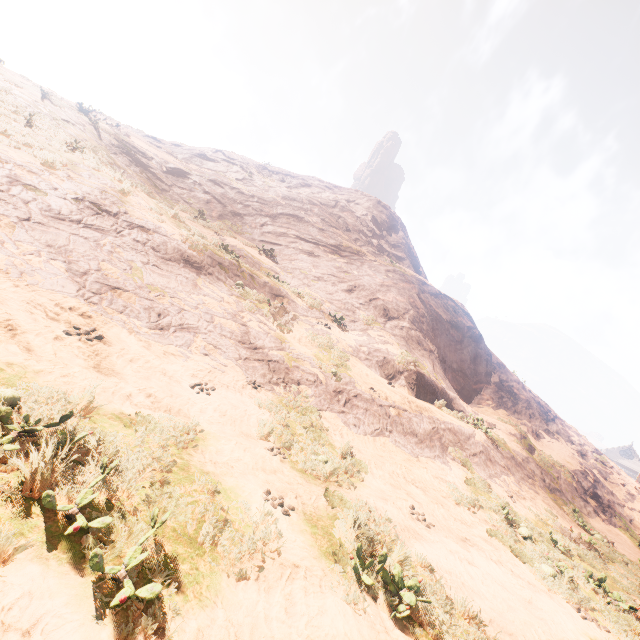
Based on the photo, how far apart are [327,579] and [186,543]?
1.8m
